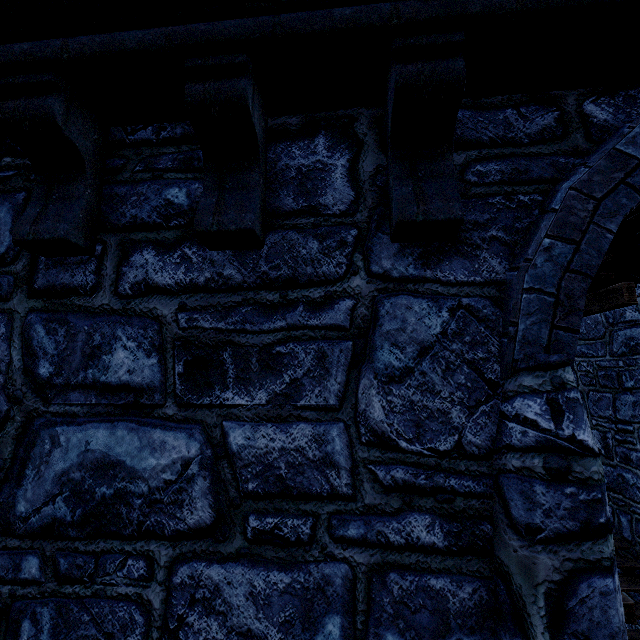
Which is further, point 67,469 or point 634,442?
point 634,442
